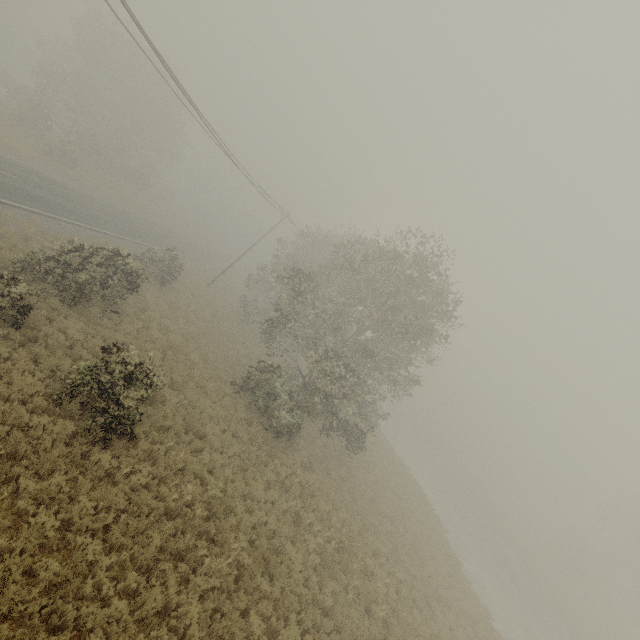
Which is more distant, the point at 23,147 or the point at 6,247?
the point at 23,147
